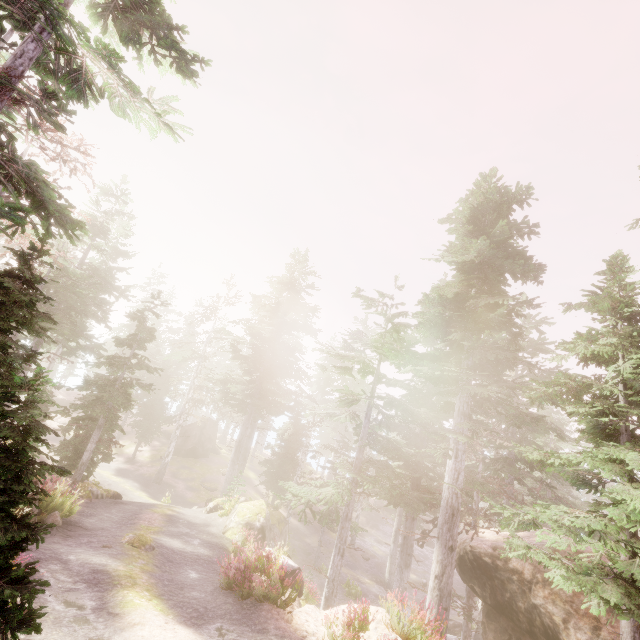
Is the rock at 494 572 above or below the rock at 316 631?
above

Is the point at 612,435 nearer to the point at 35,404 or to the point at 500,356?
the point at 500,356

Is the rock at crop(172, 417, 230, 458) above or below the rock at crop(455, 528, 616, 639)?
below

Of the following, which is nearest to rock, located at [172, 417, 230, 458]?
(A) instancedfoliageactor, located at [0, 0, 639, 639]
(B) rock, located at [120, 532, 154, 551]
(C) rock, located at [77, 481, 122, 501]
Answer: (A) instancedfoliageactor, located at [0, 0, 639, 639]

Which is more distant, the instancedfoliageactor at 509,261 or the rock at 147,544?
the rock at 147,544

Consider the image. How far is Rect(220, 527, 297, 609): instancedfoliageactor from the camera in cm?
945

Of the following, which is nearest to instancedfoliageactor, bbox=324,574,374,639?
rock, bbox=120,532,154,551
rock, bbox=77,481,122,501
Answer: rock, bbox=77,481,122,501

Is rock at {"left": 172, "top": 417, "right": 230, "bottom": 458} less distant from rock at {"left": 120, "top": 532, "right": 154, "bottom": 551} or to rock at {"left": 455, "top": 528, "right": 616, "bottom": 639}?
rock at {"left": 455, "top": 528, "right": 616, "bottom": 639}
